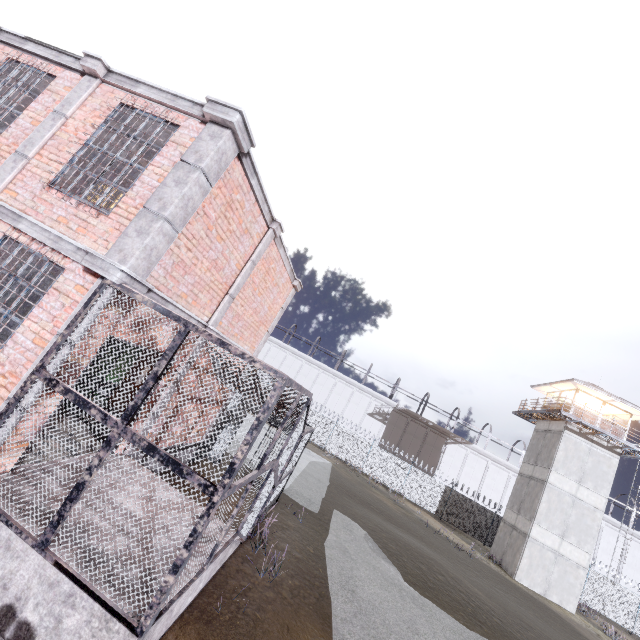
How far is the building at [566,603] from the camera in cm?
2205

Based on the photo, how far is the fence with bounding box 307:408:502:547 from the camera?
28.4 meters

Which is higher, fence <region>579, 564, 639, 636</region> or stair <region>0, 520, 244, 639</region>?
fence <region>579, 564, 639, 636</region>

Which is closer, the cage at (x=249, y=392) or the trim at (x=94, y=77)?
the cage at (x=249, y=392)

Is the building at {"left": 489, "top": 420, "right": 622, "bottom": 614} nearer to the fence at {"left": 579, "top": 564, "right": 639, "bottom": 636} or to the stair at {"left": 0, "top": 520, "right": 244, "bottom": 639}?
the fence at {"left": 579, "top": 564, "right": 639, "bottom": 636}

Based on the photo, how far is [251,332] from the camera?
10.07m

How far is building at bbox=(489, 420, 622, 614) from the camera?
22.05m
